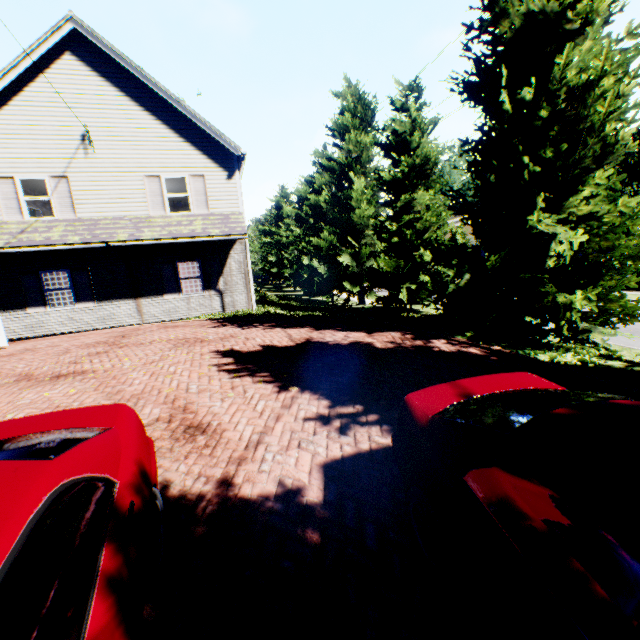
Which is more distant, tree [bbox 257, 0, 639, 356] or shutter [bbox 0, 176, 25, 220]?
shutter [bbox 0, 176, 25, 220]

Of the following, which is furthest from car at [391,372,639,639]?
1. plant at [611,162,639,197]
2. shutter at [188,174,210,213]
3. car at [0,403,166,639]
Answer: plant at [611,162,639,197]

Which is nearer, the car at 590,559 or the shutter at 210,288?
the car at 590,559

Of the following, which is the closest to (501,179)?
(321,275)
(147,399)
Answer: (147,399)

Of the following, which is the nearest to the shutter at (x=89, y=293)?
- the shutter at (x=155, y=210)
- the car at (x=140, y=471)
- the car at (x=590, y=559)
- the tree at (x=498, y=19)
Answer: the shutter at (x=155, y=210)

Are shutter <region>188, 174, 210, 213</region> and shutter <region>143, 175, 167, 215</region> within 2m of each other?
yes

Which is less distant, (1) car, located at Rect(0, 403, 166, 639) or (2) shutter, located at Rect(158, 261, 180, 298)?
(1) car, located at Rect(0, 403, 166, 639)

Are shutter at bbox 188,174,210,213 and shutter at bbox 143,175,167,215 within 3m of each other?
yes
